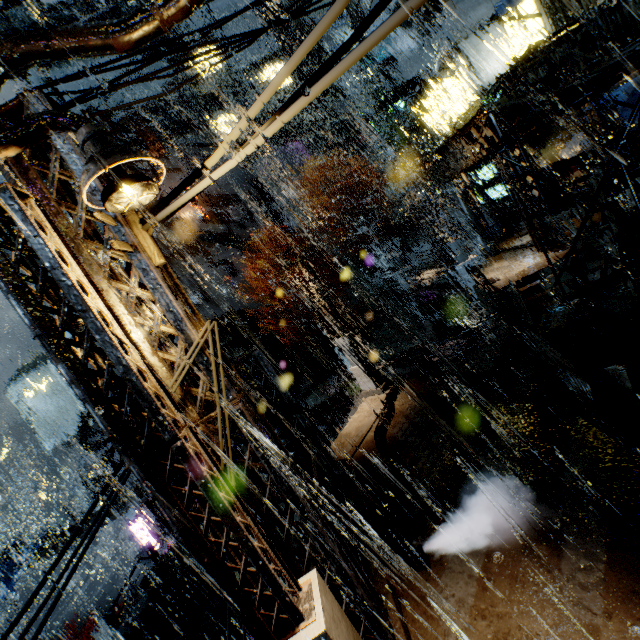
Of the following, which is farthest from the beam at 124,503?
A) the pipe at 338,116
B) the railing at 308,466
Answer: the pipe at 338,116

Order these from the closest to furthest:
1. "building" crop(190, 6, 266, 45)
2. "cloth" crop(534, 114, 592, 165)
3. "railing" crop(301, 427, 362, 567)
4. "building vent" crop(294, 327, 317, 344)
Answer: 1. "railing" crop(301, 427, 362, 567)
2. "cloth" crop(534, 114, 592, 165)
3. "building" crop(190, 6, 266, 45)
4. "building vent" crop(294, 327, 317, 344)

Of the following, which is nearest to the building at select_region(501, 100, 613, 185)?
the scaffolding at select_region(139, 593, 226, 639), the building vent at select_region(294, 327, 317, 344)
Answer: the scaffolding at select_region(139, 593, 226, 639)

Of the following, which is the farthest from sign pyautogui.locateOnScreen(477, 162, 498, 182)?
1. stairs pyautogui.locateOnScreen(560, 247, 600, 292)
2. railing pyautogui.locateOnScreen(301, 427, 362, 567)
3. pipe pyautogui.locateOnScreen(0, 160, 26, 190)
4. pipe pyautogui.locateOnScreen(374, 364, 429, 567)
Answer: pipe pyautogui.locateOnScreen(0, 160, 26, 190)

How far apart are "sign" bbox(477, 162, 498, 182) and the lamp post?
27.5m

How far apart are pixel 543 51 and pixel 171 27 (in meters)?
19.30

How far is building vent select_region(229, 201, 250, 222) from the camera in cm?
4541

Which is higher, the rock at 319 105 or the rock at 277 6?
the rock at 277 6
